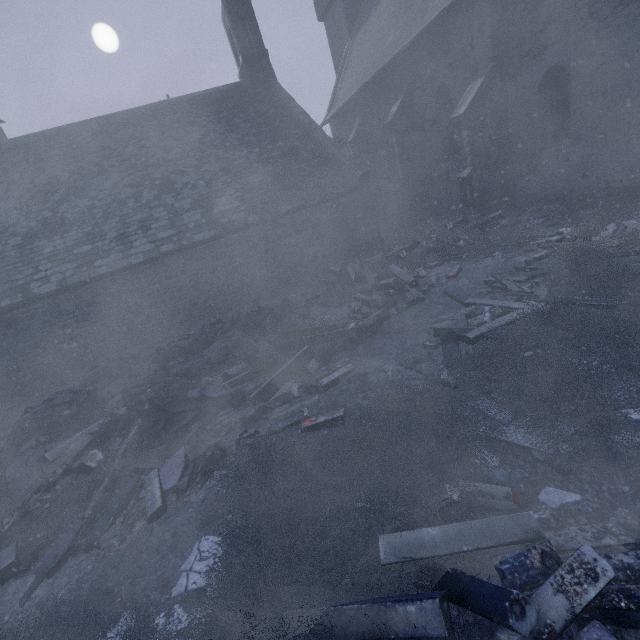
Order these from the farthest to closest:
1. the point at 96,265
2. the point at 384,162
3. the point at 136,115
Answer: the point at 384,162 → the point at 136,115 → the point at 96,265

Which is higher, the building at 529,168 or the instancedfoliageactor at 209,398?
the building at 529,168

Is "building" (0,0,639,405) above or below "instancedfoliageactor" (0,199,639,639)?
above

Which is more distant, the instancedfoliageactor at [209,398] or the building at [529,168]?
the building at [529,168]

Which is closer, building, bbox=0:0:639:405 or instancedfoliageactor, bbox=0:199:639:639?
instancedfoliageactor, bbox=0:199:639:639
